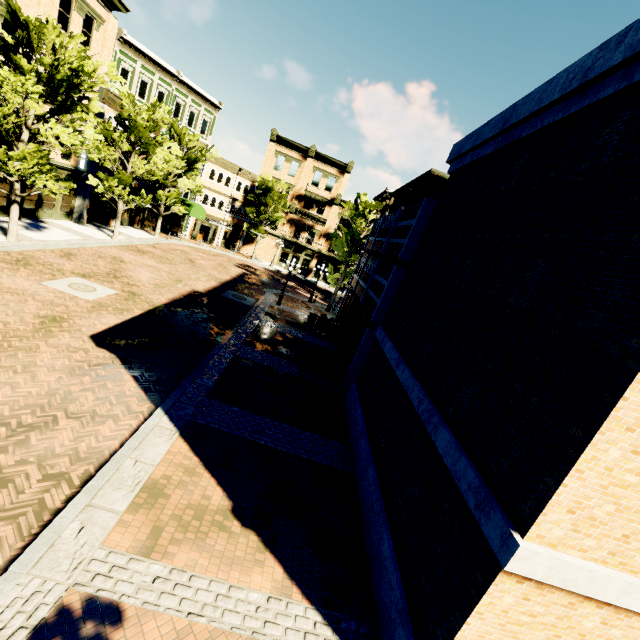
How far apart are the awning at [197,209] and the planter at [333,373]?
24.0m

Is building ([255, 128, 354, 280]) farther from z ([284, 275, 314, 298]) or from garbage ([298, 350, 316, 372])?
garbage ([298, 350, 316, 372])

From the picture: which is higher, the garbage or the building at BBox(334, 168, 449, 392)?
the building at BBox(334, 168, 449, 392)

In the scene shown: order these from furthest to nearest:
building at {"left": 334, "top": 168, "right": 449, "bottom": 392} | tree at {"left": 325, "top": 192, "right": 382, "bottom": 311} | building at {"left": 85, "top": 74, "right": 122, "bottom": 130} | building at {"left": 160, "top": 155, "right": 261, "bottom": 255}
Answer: building at {"left": 160, "top": 155, "right": 261, "bottom": 255}
tree at {"left": 325, "top": 192, "right": 382, "bottom": 311}
building at {"left": 85, "top": 74, "right": 122, "bottom": 130}
building at {"left": 334, "top": 168, "right": 449, "bottom": 392}

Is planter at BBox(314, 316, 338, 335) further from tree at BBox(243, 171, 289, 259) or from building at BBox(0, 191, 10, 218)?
building at BBox(0, 191, 10, 218)

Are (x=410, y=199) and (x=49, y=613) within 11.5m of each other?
no

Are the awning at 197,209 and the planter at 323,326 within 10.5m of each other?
no

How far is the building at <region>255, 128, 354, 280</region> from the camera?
39.62m
